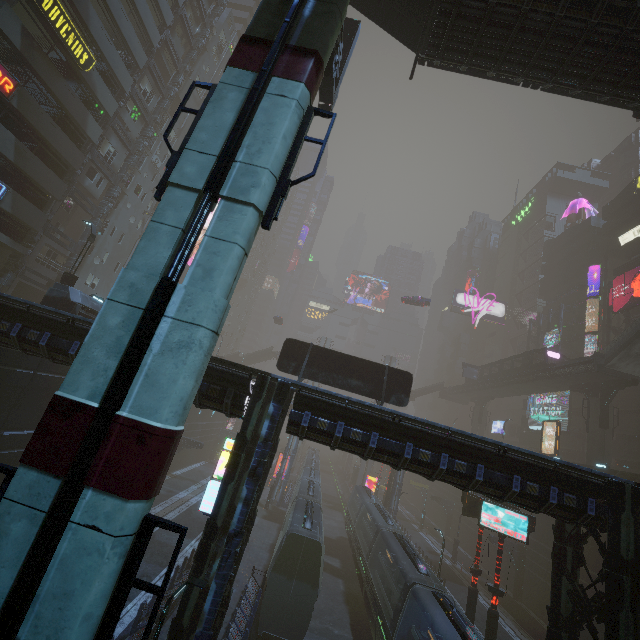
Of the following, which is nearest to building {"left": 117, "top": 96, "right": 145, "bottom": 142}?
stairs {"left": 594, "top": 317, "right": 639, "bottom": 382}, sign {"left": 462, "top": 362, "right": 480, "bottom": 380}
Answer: stairs {"left": 594, "top": 317, "right": 639, "bottom": 382}

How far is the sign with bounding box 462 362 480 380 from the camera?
54.86m

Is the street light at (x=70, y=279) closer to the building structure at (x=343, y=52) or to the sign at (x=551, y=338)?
the building structure at (x=343, y=52)

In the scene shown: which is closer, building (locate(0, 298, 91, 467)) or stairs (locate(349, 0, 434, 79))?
building (locate(0, 298, 91, 467))

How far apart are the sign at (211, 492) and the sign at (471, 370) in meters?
49.1

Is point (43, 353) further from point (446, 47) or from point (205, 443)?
point (205, 443)

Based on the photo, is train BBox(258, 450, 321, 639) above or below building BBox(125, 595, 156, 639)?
above

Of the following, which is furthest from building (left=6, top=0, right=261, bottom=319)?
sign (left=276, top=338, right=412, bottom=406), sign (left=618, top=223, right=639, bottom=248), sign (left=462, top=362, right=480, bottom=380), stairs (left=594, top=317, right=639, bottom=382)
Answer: sign (left=462, top=362, right=480, bottom=380)
